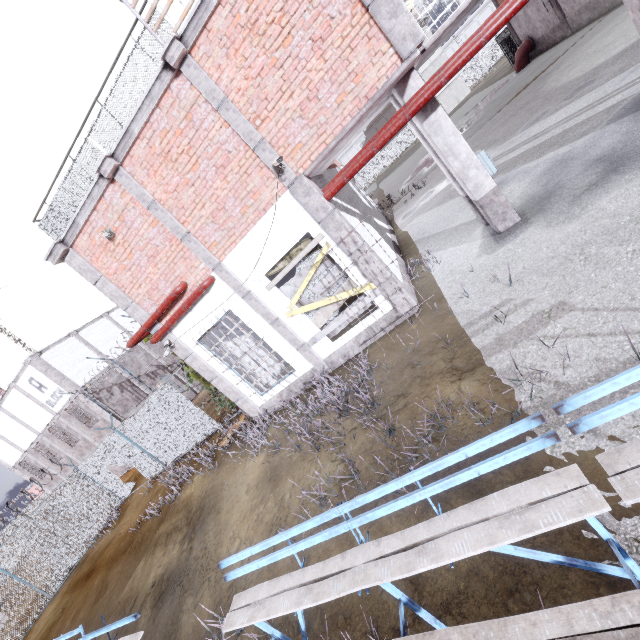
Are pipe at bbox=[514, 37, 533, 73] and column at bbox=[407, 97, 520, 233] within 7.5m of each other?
no

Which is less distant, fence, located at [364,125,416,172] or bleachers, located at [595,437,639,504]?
bleachers, located at [595,437,639,504]

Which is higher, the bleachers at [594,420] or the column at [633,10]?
the column at [633,10]

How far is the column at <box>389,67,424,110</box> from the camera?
6.43m

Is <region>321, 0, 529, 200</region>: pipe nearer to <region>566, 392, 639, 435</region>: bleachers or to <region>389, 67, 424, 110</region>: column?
<region>389, 67, 424, 110</region>: column

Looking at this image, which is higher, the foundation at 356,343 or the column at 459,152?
the column at 459,152

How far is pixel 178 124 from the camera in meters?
6.7 m

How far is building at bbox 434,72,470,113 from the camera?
47.69m
